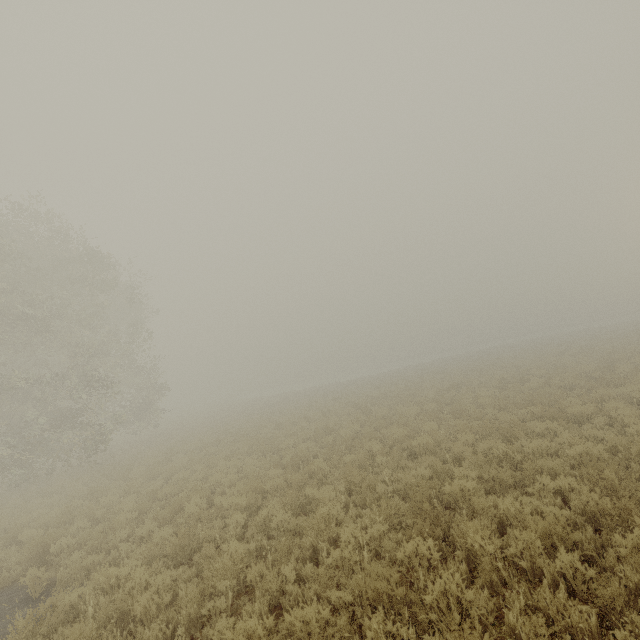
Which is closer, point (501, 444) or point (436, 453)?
point (501, 444)
